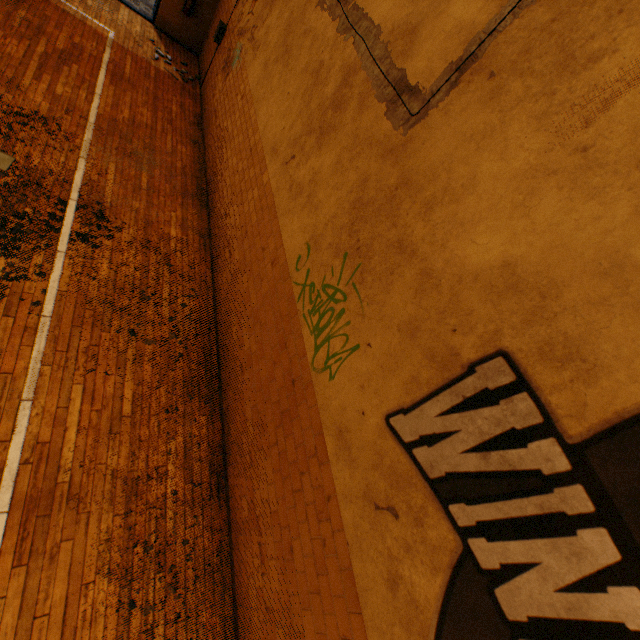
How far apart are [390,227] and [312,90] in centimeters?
261cm
